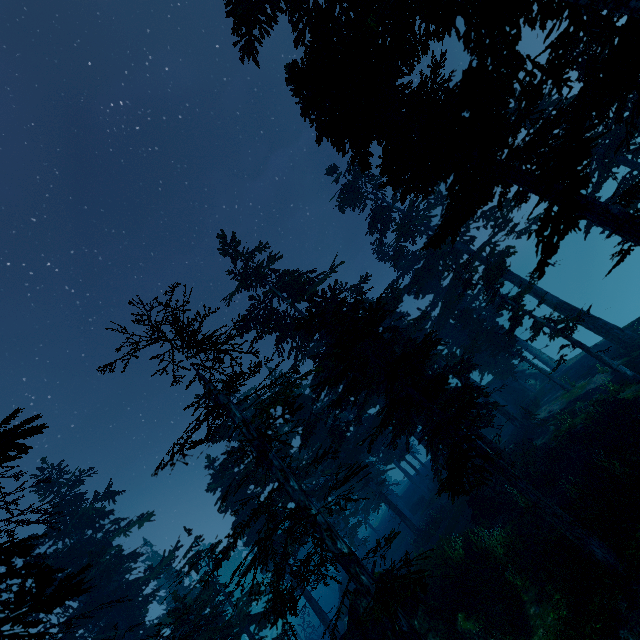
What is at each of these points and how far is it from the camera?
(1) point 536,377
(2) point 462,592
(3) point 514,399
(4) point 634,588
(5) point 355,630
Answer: (1) rock, 33.2m
(2) rock, 13.7m
(3) rock, 33.8m
(4) instancedfoliageactor, 8.8m
(5) rock, 12.3m

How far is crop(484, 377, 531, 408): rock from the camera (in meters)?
33.34

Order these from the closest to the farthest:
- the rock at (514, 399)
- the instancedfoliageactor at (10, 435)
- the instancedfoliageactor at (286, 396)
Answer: the instancedfoliageactor at (10, 435), the instancedfoliageactor at (286, 396), the rock at (514, 399)

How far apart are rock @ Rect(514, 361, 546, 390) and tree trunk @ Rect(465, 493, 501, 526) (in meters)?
17.56

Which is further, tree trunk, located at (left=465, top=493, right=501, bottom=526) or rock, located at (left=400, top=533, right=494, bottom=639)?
tree trunk, located at (left=465, top=493, right=501, bottom=526)

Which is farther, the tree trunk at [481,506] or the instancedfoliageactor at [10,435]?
the tree trunk at [481,506]

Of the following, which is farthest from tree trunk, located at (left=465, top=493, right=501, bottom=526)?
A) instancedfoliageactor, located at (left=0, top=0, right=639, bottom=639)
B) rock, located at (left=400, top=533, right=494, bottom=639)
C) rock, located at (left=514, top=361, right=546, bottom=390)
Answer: rock, located at (left=514, top=361, right=546, bottom=390)

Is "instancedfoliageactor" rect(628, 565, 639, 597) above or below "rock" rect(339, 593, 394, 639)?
below
